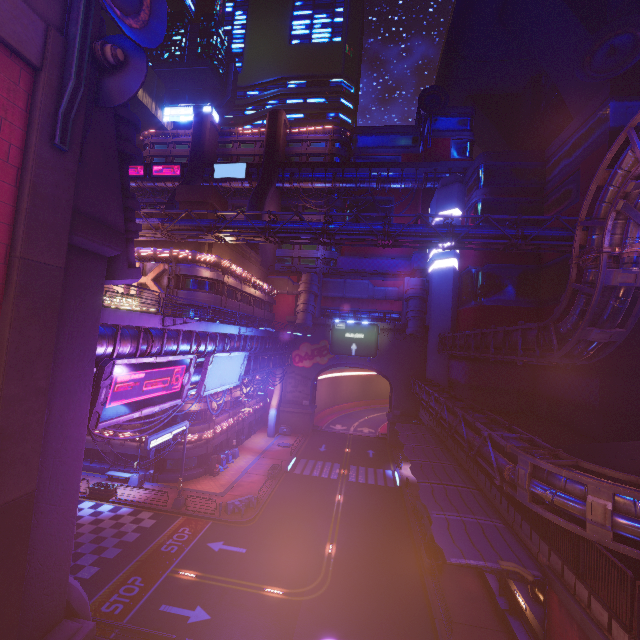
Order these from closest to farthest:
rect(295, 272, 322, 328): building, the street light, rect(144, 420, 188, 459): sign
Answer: rect(144, 420, 188, 459): sign
the street light
rect(295, 272, 322, 328): building

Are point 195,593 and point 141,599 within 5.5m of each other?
yes

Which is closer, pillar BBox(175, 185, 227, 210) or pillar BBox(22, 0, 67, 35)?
pillar BBox(22, 0, 67, 35)

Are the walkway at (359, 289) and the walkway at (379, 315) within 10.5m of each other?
yes

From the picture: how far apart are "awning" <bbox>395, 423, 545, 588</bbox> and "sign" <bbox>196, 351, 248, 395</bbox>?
15.92m

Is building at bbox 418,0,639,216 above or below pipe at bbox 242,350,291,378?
above

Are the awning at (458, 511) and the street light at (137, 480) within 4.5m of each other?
no

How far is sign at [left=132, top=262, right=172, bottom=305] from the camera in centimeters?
3117cm
